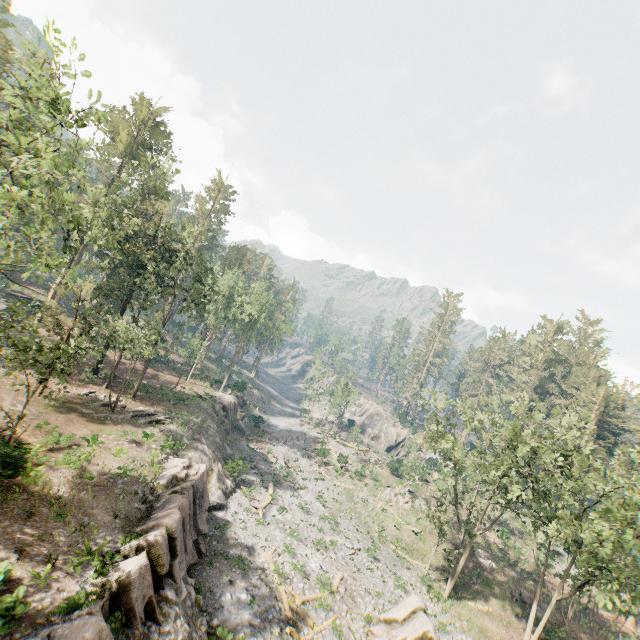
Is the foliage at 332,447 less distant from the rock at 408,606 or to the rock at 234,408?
the rock at 408,606

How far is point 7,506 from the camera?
15.3 meters

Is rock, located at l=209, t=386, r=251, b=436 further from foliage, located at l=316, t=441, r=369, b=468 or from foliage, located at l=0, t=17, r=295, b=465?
foliage, located at l=316, t=441, r=369, b=468

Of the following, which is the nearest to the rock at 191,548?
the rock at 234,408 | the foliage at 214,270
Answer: the rock at 234,408

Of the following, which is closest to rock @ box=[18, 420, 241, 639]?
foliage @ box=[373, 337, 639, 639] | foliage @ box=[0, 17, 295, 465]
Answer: foliage @ box=[373, 337, 639, 639]

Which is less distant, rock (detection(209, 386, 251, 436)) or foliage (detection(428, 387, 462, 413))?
foliage (detection(428, 387, 462, 413))

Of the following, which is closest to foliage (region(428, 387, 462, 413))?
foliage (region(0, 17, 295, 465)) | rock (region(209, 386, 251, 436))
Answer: foliage (region(0, 17, 295, 465))
